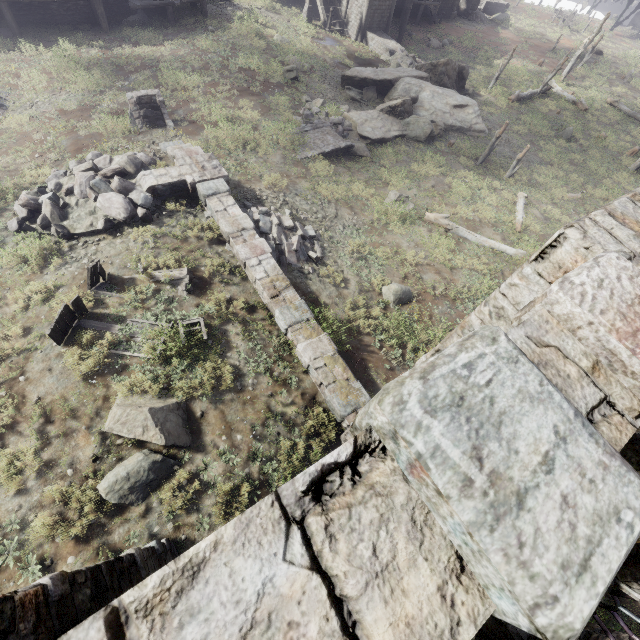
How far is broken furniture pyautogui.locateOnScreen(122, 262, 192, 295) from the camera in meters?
8.4

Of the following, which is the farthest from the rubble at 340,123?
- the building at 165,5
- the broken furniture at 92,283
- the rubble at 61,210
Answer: the building at 165,5

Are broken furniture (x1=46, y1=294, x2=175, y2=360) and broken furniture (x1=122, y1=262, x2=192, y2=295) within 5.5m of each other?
yes

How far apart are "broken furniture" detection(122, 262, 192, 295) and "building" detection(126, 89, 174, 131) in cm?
793

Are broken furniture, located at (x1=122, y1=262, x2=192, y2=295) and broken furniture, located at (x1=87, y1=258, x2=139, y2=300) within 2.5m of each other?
yes

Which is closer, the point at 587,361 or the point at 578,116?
the point at 587,361

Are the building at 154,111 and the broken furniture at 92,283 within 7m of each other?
no

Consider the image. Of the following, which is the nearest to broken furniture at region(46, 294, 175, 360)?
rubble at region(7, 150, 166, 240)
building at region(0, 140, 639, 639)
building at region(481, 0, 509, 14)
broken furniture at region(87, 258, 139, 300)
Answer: broken furniture at region(87, 258, 139, 300)
